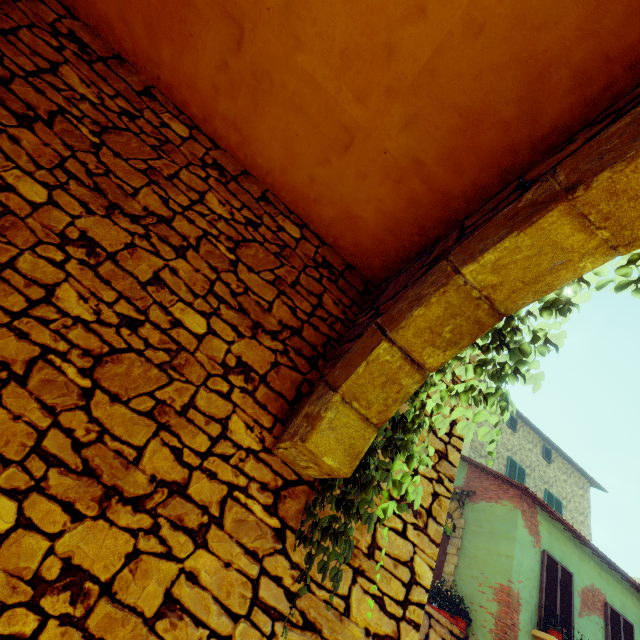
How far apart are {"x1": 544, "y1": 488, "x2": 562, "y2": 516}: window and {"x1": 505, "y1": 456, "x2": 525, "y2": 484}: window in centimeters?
133cm

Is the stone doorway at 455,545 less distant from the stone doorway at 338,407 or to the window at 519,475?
the window at 519,475

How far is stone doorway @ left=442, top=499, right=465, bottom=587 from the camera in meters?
8.7

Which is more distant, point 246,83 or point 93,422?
point 246,83

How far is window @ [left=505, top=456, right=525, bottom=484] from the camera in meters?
13.8

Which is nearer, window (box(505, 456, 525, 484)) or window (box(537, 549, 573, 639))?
window (box(537, 549, 573, 639))

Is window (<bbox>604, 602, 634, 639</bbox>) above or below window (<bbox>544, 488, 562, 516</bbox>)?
below

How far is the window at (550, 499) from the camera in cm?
1420
